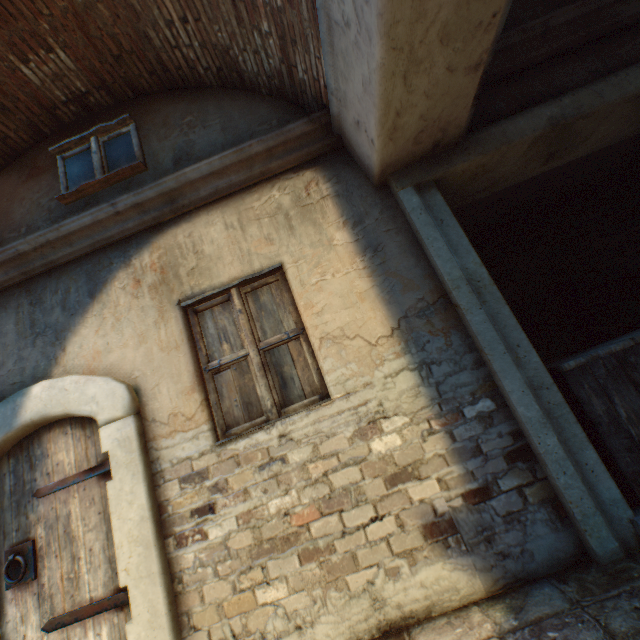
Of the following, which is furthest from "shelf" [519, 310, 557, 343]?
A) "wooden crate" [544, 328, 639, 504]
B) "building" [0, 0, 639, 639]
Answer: "building" [0, 0, 639, 639]

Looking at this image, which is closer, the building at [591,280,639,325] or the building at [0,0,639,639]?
the building at [0,0,639,639]

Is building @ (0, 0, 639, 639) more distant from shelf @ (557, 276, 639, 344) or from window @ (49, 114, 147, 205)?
shelf @ (557, 276, 639, 344)

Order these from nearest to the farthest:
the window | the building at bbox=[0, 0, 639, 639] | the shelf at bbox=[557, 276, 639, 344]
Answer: the building at bbox=[0, 0, 639, 639] < the window < the shelf at bbox=[557, 276, 639, 344]

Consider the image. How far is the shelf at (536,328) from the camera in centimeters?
454cm

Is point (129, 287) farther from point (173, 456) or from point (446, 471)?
point (446, 471)

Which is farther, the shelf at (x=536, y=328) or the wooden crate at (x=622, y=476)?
the shelf at (x=536, y=328)

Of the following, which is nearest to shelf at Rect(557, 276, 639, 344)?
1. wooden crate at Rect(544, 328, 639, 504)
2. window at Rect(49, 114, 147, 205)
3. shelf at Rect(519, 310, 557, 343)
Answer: shelf at Rect(519, 310, 557, 343)
